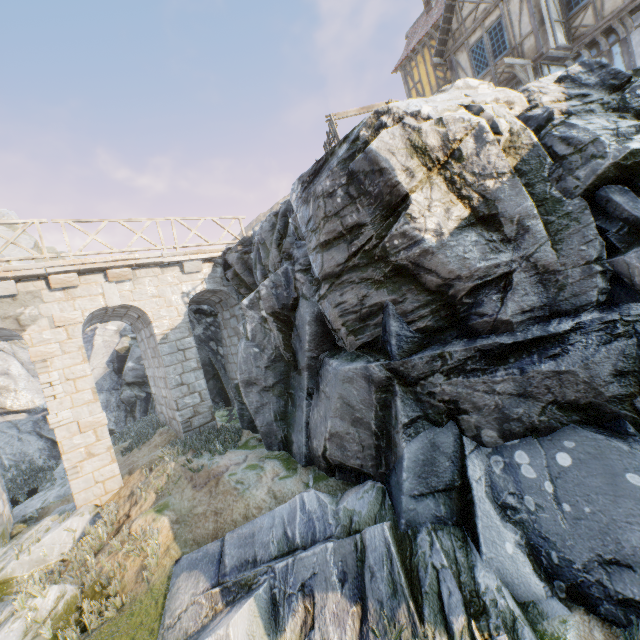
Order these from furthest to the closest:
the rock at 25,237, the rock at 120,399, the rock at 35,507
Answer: the rock at 25,237 → the rock at 120,399 → the rock at 35,507

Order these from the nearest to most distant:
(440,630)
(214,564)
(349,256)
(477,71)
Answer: (440,630), (214,564), (349,256), (477,71)

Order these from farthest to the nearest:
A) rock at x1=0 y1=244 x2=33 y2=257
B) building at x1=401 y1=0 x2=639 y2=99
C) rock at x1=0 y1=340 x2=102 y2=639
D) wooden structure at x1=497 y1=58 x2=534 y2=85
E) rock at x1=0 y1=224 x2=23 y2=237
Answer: rock at x1=0 y1=224 x2=23 y2=237
rock at x1=0 y1=244 x2=33 y2=257
wooden structure at x1=497 y1=58 x2=534 y2=85
building at x1=401 y1=0 x2=639 y2=99
rock at x1=0 y1=340 x2=102 y2=639

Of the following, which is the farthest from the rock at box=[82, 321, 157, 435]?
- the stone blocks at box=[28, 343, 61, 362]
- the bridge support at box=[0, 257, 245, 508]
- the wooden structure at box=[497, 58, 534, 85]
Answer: the stone blocks at box=[28, 343, 61, 362]

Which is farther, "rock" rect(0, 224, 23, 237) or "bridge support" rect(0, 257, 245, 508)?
"rock" rect(0, 224, 23, 237)

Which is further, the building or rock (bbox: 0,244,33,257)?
rock (bbox: 0,244,33,257)

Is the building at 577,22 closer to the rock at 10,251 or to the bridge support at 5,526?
the rock at 10,251

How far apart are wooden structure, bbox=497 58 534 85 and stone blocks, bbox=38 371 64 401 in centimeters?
1769cm
